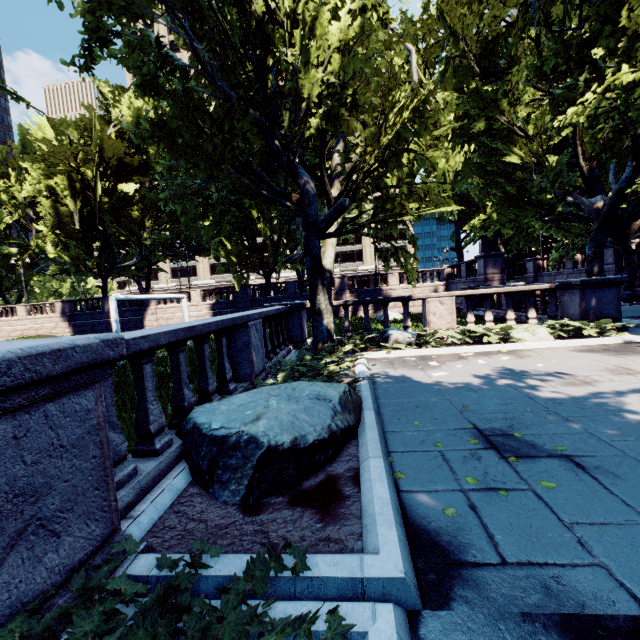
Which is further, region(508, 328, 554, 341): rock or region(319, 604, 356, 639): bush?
region(508, 328, 554, 341): rock

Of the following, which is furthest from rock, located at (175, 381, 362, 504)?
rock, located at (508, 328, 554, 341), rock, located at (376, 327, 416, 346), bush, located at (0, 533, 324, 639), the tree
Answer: rock, located at (508, 328, 554, 341)

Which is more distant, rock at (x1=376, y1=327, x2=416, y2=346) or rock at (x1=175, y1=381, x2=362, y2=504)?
rock at (x1=376, y1=327, x2=416, y2=346)

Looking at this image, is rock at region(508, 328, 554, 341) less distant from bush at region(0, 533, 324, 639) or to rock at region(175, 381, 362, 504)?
rock at region(175, 381, 362, 504)

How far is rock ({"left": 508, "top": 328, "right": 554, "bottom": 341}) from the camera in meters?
9.4

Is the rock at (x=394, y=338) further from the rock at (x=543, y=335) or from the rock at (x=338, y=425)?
the rock at (x=338, y=425)

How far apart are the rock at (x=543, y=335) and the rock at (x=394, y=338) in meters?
2.7

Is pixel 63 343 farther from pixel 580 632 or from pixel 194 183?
pixel 194 183
